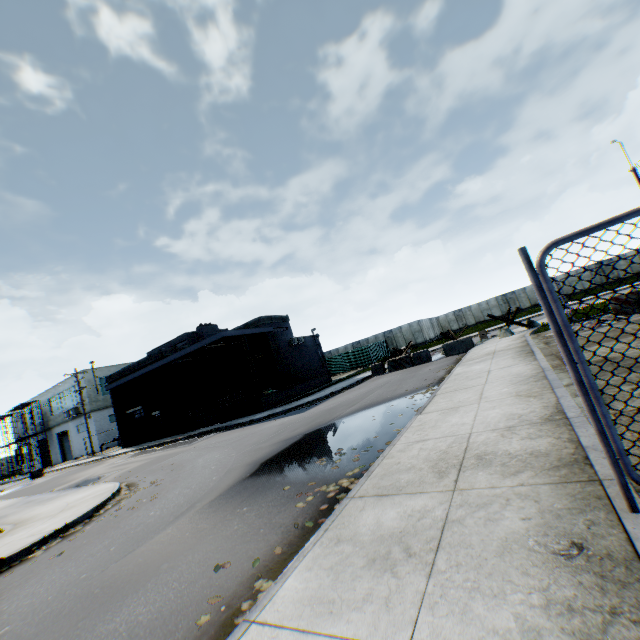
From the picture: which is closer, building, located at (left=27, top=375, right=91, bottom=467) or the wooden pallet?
the wooden pallet

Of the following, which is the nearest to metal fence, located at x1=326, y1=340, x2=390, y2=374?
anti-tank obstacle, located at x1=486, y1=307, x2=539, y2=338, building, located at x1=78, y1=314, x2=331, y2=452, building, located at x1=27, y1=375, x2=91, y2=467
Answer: anti-tank obstacle, located at x1=486, y1=307, x2=539, y2=338

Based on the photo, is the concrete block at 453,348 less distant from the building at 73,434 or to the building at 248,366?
the building at 248,366

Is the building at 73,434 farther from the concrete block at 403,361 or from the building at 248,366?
the concrete block at 403,361

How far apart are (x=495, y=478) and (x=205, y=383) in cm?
2877

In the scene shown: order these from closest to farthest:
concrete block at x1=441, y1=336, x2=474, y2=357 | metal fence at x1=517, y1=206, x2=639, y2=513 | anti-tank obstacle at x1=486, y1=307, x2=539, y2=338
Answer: metal fence at x1=517, y1=206, x2=639, y2=513, anti-tank obstacle at x1=486, y1=307, x2=539, y2=338, concrete block at x1=441, y1=336, x2=474, y2=357

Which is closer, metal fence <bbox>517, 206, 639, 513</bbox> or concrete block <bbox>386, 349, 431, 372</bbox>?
metal fence <bbox>517, 206, 639, 513</bbox>

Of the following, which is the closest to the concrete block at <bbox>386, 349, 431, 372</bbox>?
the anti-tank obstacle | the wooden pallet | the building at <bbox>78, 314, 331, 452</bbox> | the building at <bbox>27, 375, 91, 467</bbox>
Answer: the anti-tank obstacle
